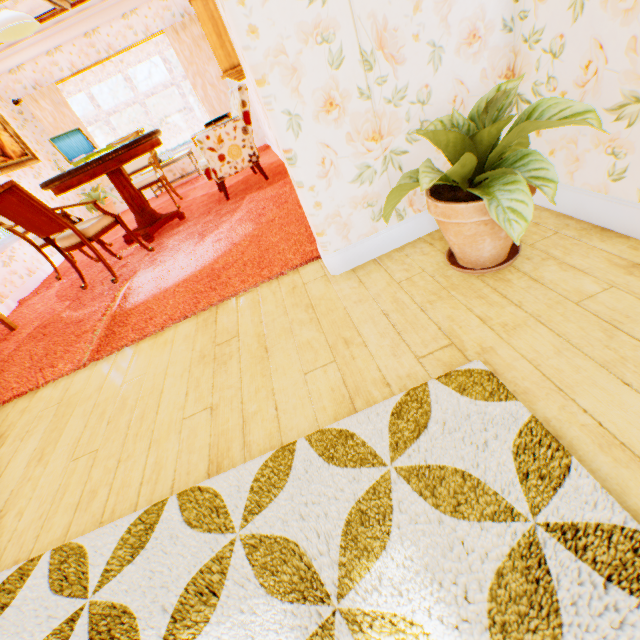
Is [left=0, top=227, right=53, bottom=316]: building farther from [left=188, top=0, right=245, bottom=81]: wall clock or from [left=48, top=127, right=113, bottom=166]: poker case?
[left=48, top=127, right=113, bottom=166]: poker case

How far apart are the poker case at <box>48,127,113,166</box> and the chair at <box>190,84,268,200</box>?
1.11m

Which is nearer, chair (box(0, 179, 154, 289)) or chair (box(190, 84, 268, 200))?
chair (box(0, 179, 154, 289))

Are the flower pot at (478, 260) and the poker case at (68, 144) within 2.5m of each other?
no

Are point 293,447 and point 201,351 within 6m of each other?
yes

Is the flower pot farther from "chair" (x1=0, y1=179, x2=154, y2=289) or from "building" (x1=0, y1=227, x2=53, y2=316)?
"chair" (x1=0, y1=179, x2=154, y2=289)

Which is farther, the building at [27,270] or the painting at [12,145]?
the painting at [12,145]

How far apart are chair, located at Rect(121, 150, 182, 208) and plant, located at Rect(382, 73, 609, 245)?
4.9 meters
